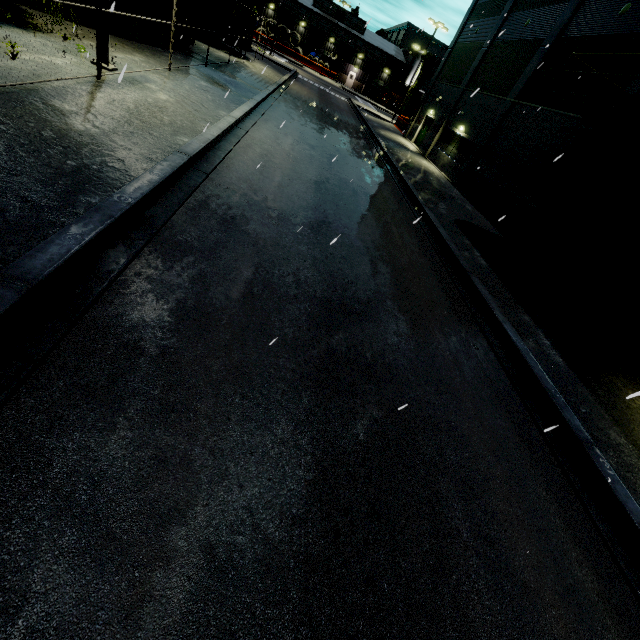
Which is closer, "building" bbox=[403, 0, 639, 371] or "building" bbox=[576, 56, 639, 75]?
"building" bbox=[403, 0, 639, 371]

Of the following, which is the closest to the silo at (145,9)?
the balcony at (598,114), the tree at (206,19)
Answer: the tree at (206,19)

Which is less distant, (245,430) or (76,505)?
(76,505)

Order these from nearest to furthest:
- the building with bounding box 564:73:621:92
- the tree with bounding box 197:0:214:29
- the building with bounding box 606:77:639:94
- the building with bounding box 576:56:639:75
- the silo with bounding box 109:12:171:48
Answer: the building with bounding box 606:77:639:94
the building with bounding box 576:56:639:75
the building with bounding box 564:73:621:92
the silo with bounding box 109:12:171:48
the tree with bounding box 197:0:214:29

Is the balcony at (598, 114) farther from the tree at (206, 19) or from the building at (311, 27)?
the tree at (206, 19)

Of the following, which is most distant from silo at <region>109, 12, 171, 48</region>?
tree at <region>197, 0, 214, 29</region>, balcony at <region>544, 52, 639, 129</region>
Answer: balcony at <region>544, 52, 639, 129</region>

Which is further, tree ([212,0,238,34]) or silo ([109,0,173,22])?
tree ([212,0,238,34])

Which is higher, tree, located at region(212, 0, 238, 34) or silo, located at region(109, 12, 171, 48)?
tree, located at region(212, 0, 238, 34)
